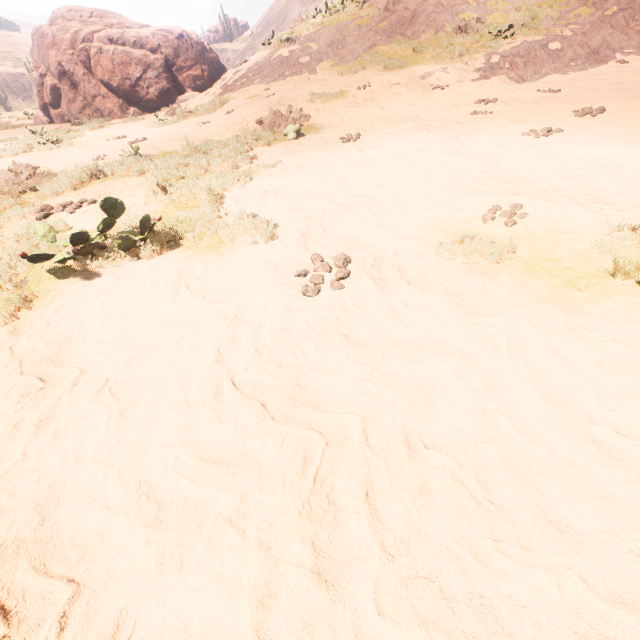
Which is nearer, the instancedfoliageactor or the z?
the z

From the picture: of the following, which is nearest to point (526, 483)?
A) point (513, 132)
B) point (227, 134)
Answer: point (513, 132)

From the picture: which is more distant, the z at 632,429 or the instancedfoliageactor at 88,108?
the instancedfoliageactor at 88,108
